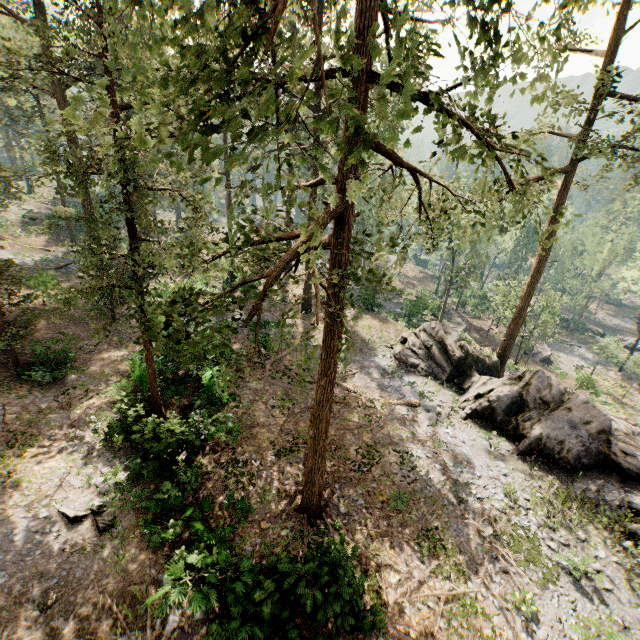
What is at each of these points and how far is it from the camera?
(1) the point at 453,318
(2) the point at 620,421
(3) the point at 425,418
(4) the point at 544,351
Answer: Result:
(1) ground embankment, 47.12m
(2) foliage, 26.67m
(3) foliage, 19.17m
(4) ground embankment, 45.31m

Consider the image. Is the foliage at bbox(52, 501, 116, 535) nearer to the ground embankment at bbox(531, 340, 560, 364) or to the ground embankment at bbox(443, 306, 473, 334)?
the ground embankment at bbox(531, 340, 560, 364)

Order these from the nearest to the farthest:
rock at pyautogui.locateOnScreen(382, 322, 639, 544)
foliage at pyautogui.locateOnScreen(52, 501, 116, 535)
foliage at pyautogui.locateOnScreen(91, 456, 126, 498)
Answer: foliage at pyautogui.locateOnScreen(52, 501, 116, 535) < foliage at pyautogui.locateOnScreen(91, 456, 126, 498) < rock at pyautogui.locateOnScreen(382, 322, 639, 544)

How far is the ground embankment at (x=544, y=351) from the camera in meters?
43.6 m

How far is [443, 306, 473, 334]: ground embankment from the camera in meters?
44.1 m

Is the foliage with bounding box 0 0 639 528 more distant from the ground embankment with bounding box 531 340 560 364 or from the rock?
the ground embankment with bounding box 531 340 560 364

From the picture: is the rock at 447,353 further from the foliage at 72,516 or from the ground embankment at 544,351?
the ground embankment at 544,351

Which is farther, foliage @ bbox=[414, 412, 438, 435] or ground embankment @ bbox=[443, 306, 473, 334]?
ground embankment @ bbox=[443, 306, 473, 334]
